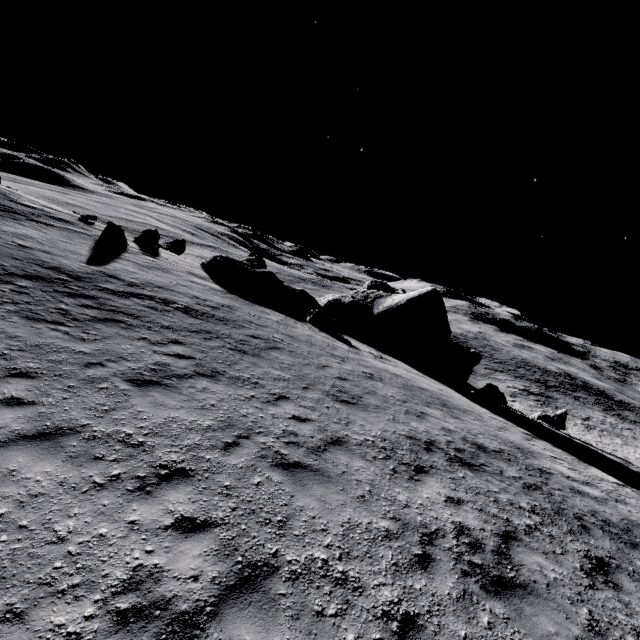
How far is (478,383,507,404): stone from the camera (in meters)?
21.44

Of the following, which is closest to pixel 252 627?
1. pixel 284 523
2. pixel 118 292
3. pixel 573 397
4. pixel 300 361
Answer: pixel 284 523

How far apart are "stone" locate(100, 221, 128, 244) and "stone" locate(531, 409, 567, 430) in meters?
30.3

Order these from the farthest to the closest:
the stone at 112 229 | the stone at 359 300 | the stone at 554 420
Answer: the stone at 359 300 < the stone at 554 420 < the stone at 112 229

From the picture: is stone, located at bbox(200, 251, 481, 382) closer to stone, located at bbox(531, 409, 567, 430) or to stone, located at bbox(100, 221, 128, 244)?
stone, located at bbox(531, 409, 567, 430)

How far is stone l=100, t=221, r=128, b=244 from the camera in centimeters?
2045cm

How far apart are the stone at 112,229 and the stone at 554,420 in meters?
30.3

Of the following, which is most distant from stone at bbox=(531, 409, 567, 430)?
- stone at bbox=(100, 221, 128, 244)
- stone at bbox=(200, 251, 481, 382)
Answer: stone at bbox=(100, 221, 128, 244)
